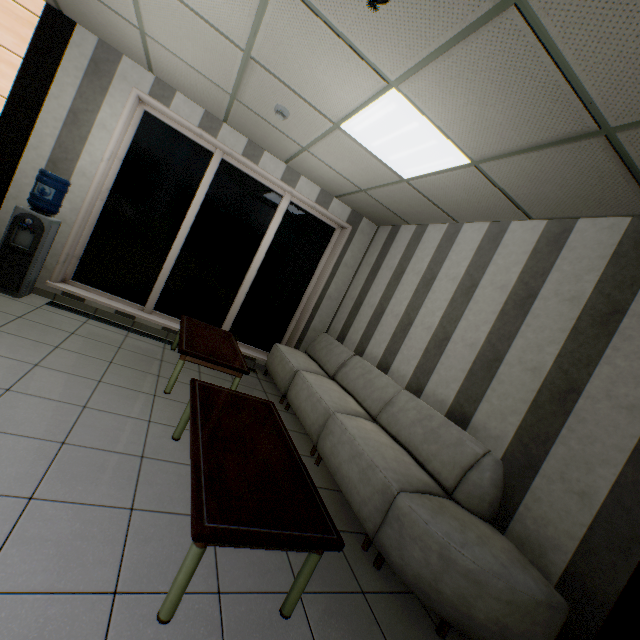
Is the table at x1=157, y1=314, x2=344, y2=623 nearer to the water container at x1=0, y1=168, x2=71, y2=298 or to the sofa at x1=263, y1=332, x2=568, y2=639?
the sofa at x1=263, y1=332, x2=568, y2=639

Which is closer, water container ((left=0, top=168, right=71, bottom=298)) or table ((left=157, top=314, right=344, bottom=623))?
table ((left=157, top=314, right=344, bottom=623))

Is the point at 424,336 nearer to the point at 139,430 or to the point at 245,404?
the point at 245,404

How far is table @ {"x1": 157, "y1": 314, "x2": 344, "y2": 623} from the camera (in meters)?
1.45

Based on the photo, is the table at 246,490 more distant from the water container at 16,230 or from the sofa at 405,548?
the water container at 16,230

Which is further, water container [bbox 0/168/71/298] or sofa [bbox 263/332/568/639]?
water container [bbox 0/168/71/298]
